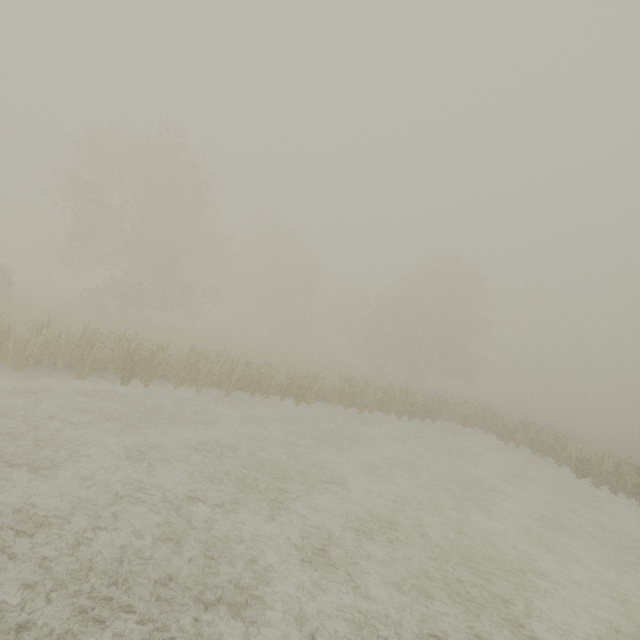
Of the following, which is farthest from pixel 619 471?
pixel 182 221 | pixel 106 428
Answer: pixel 182 221
